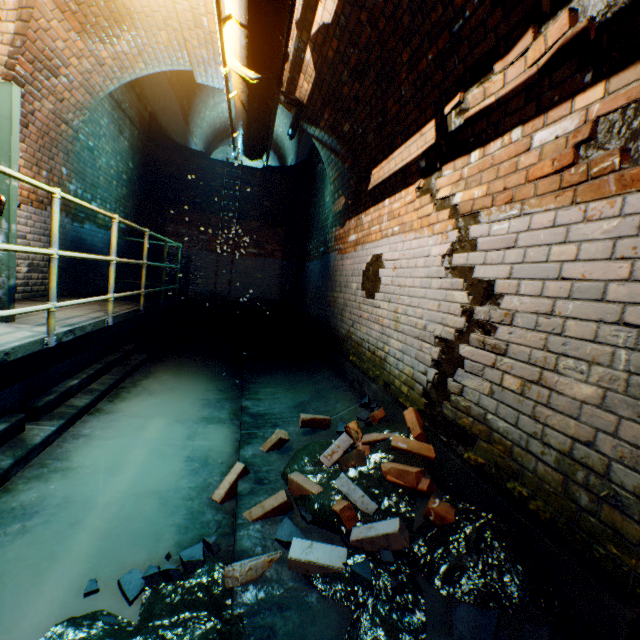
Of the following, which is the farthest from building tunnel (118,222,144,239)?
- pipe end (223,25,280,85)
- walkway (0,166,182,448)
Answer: pipe end (223,25,280,85)

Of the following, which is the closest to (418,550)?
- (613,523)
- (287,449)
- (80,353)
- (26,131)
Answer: (613,523)

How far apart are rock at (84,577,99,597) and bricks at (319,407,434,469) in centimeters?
42cm

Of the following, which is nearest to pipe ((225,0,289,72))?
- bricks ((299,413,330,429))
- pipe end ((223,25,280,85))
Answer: pipe end ((223,25,280,85))

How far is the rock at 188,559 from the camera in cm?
176

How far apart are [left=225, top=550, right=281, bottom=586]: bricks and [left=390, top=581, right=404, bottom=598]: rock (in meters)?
0.13

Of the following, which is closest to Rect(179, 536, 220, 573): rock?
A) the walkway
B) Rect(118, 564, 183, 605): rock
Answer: Rect(118, 564, 183, 605): rock

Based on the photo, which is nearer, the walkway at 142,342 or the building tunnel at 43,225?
the walkway at 142,342
